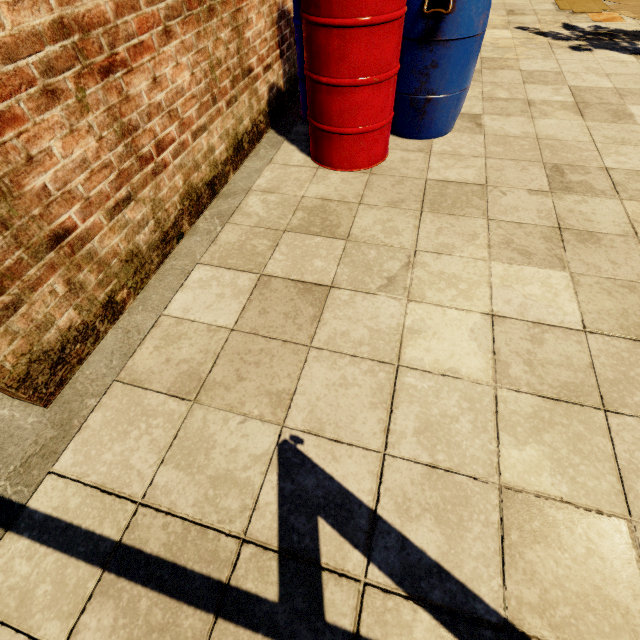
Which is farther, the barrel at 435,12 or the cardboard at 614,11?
the cardboard at 614,11

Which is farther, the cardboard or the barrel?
the cardboard

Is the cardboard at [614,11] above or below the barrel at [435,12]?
below

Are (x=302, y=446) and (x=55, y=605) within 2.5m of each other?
yes

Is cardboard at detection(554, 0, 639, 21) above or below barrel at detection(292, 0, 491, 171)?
below
